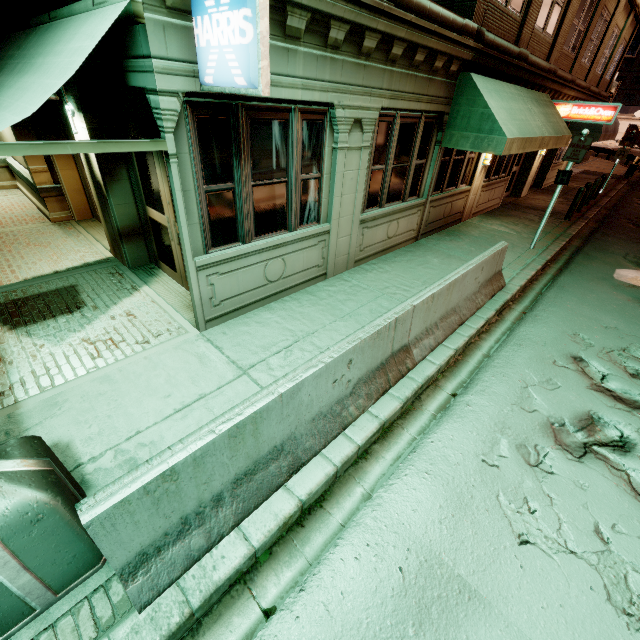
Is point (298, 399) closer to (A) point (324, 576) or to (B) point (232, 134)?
(A) point (324, 576)

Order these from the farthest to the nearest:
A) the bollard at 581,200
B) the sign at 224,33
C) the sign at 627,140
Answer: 1. the sign at 627,140
2. the bollard at 581,200
3. the sign at 224,33

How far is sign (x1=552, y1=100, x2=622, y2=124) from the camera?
11.62m

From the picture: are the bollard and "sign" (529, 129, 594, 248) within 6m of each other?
no

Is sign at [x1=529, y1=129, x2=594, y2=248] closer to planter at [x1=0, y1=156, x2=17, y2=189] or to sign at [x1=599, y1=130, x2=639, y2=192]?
sign at [x1=599, y1=130, x2=639, y2=192]

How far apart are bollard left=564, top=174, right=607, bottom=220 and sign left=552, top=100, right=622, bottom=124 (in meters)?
2.25

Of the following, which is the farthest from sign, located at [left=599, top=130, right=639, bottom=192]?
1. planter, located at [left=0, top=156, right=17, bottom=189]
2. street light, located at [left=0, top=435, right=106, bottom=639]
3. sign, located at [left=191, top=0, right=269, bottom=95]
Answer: planter, located at [left=0, top=156, right=17, bottom=189]

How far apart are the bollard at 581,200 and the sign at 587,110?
2.2m
